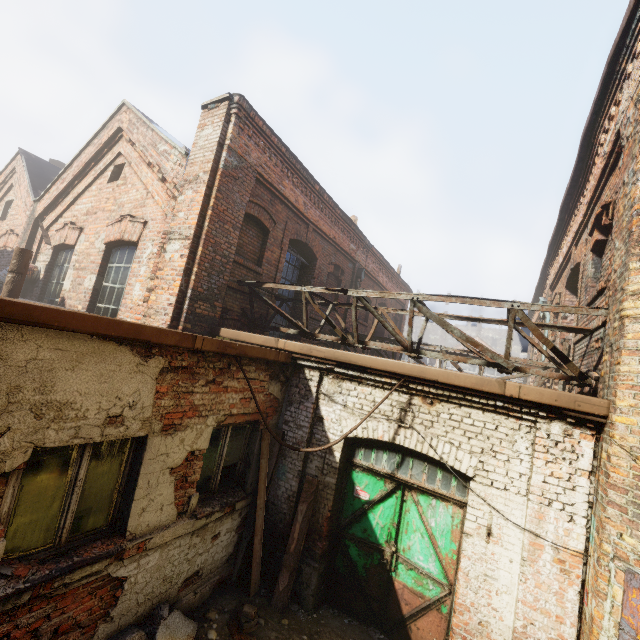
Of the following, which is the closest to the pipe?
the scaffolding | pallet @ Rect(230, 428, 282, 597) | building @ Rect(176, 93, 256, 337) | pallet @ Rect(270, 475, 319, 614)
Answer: building @ Rect(176, 93, 256, 337)

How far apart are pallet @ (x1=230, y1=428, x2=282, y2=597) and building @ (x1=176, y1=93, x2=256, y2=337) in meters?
2.2 m

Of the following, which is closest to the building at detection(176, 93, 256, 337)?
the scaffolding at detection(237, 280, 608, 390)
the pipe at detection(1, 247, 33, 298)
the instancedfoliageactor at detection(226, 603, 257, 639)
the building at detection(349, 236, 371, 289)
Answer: the scaffolding at detection(237, 280, 608, 390)

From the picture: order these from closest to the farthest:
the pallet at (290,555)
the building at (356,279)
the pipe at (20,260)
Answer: the pallet at (290,555), the pipe at (20,260), the building at (356,279)

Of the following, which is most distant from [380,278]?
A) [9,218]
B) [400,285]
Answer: [9,218]

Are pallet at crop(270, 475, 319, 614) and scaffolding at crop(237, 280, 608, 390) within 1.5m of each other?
no

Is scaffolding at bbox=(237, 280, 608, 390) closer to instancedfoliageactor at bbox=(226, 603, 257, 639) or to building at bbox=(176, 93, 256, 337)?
building at bbox=(176, 93, 256, 337)

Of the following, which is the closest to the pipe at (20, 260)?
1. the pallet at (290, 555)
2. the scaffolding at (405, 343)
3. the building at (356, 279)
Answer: the scaffolding at (405, 343)
